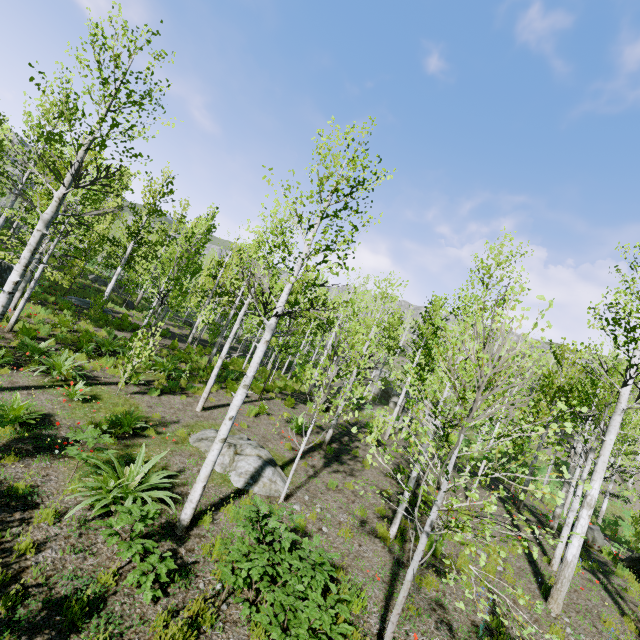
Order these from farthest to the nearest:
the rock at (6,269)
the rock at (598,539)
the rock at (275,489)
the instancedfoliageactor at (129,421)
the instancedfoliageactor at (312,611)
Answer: the rock at (6,269)
the rock at (598,539)
the rock at (275,489)
the instancedfoliageactor at (129,421)
the instancedfoliageactor at (312,611)

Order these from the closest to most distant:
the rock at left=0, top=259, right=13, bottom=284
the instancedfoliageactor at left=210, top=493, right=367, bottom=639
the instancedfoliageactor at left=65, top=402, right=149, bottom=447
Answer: the instancedfoliageactor at left=210, top=493, right=367, bottom=639 → the instancedfoliageactor at left=65, top=402, right=149, bottom=447 → the rock at left=0, top=259, right=13, bottom=284

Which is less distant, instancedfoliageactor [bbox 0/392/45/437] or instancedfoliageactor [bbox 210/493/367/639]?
instancedfoliageactor [bbox 210/493/367/639]

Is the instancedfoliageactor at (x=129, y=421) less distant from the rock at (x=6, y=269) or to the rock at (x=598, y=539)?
the rock at (x=6, y=269)

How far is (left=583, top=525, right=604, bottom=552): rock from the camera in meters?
12.8

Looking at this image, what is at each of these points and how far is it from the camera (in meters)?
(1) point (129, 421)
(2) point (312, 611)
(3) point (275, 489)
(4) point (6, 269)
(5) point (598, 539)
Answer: (1) instancedfoliageactor, 8.52
(2) instancedfoliageactor, 4.07
(3) rock, 8.24
(4) rock, 18.98
(5) rock, 12.86

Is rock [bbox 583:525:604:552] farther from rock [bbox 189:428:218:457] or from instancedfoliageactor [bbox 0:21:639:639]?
rock [bbox 189:428:218:457]
